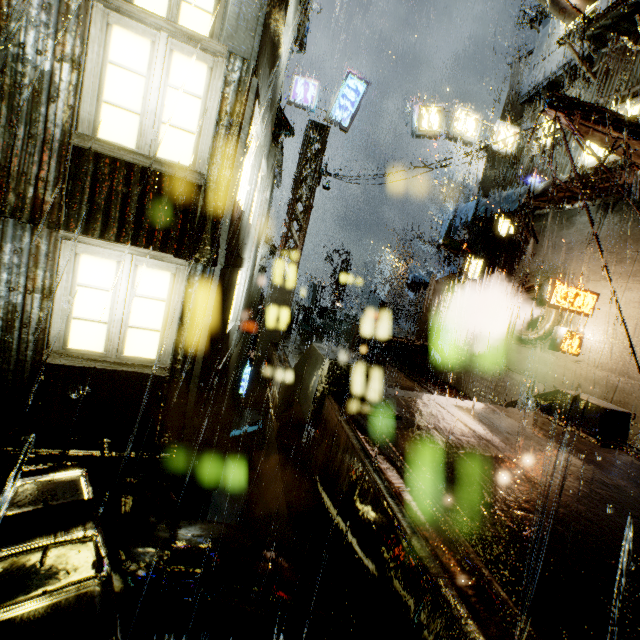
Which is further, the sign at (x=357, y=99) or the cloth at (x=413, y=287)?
the cloth at (x=413, y=287)

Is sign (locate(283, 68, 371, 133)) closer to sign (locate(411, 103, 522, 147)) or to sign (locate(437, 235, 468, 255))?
sign (locate(411, 103, 522, 147))

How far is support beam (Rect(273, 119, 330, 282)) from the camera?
14.20m

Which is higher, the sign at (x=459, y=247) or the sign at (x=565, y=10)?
the sign at (x=565, y=10)

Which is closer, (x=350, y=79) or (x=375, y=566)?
(x=375, y=566)

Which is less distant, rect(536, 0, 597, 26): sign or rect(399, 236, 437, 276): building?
rect(536, 0, 597, 26): sign

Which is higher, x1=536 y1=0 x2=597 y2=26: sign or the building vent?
x1=536 y1=0 x2=597 y2=26: sign

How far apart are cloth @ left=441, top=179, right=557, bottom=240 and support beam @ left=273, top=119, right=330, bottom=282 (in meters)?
6.70
